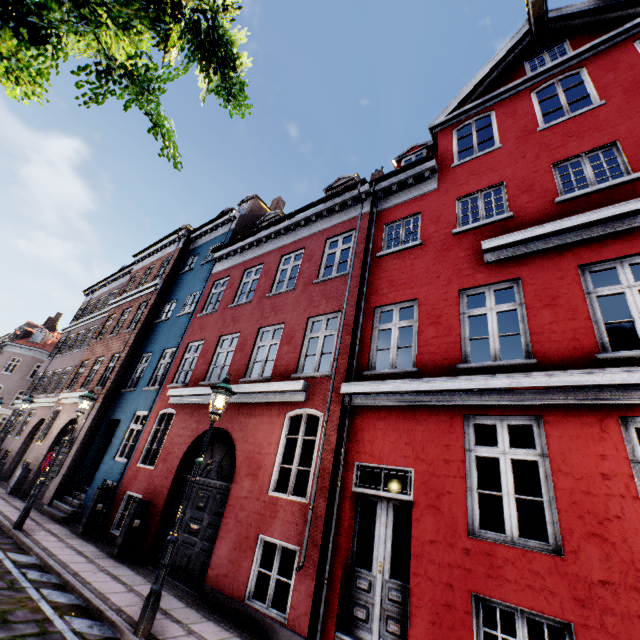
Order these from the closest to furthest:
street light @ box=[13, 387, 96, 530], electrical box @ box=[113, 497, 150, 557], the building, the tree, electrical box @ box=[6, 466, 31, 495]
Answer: the tree, the building, electrical box @ box=[113, 497, 150, 557], street light @ box=[13, 387, 96, 530], electrical box @ box=[6, 466, 31, 495]

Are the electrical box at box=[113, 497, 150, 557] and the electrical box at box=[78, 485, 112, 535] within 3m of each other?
yes

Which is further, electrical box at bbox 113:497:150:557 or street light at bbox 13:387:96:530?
street light at bbox 13:387:96:530

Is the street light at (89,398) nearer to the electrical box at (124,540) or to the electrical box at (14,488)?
the electrical box at (14,488)

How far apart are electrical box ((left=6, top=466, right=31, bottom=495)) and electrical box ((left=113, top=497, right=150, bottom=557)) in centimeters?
960cm

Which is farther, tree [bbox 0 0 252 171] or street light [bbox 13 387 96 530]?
street light [bbox 13 387 96 530]

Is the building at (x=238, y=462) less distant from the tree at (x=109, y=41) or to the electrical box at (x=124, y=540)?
the electrical box at (x=124, y=540)

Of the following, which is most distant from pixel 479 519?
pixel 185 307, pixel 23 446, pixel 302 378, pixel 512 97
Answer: pixel 23 446
